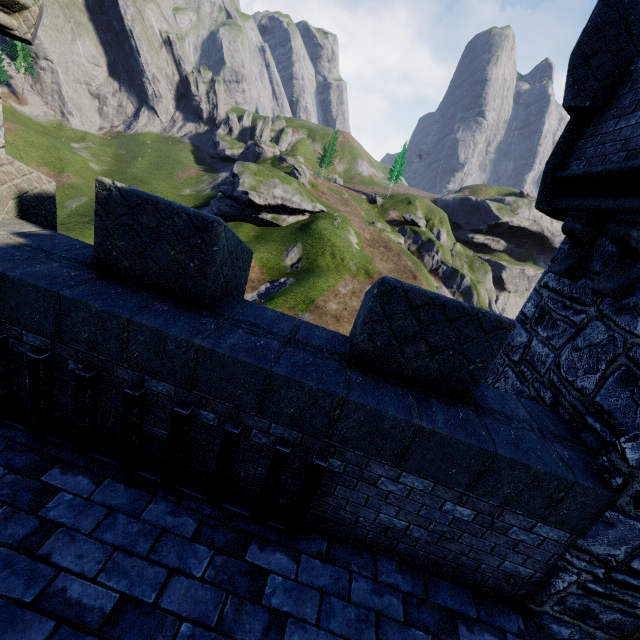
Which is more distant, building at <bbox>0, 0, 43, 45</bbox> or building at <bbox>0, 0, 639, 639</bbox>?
building at <bbox>0, 0, 43, 45</bbox>

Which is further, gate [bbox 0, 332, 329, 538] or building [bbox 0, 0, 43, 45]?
building [bbox 0, 0, 43, 45]

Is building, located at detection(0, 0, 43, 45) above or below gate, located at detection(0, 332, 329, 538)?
above

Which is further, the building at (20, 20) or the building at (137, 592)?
the building at (20, 20)

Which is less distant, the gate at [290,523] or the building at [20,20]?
the gate at [290,523]

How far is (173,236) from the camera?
3.2m
